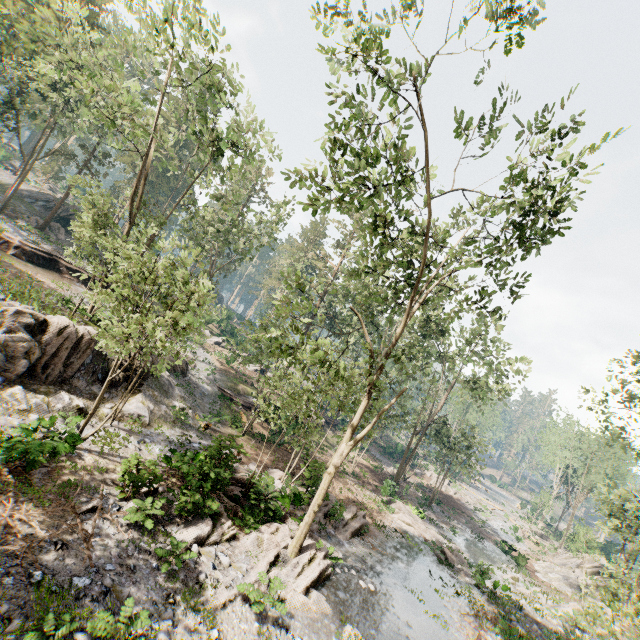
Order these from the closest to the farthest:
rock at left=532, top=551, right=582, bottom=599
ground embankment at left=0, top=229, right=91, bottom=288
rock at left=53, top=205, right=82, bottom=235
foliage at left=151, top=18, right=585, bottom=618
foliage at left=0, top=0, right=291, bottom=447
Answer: foliage at left=151, top=18, right=585, bottom=618 < foliage at left=0, top=0, right=291, bottom=447 < ground embankment at left=0, top=229, right=91, bottom=288 < rock at left=532, top=551, right=582, bottom=599 < rock at left=53, top=205, right=82, bottom=235

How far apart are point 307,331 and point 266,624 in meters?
32.9 m

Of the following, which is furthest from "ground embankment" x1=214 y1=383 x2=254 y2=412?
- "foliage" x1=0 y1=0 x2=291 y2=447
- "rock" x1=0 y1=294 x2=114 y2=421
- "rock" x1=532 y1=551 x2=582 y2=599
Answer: "rock" x1=532 y1=551 x2=582 y2=599

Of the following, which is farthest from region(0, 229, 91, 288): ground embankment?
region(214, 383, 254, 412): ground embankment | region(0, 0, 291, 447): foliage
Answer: region(214, 383, 254, 412): ground embankment

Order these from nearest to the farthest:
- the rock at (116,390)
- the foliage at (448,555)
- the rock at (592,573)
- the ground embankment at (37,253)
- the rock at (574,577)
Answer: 1. the rock at (116,390)
2. the foliage at (448,555)
3. the rock at (592,573)
4. the ground embankment at (37,253)
5. the rock at (574,577)

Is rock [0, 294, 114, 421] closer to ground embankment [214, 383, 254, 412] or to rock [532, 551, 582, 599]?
ground embankment [214, 383, 254, 412]

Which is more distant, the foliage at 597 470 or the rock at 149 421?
the rock at 149 421

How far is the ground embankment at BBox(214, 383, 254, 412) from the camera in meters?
29.3
